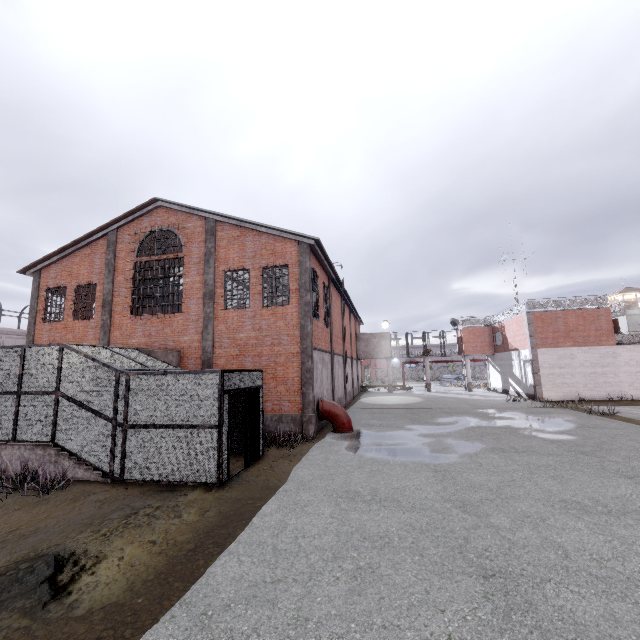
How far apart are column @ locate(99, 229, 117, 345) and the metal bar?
10.3m

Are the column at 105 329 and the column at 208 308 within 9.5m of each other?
yes

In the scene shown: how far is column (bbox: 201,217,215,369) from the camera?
15.6 meters

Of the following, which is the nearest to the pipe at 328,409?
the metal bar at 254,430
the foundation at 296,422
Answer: the foundation at 296,422

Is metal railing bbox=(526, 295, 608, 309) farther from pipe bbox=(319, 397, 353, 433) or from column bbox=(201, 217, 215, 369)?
column bbox=(201, 217, 215, 369)

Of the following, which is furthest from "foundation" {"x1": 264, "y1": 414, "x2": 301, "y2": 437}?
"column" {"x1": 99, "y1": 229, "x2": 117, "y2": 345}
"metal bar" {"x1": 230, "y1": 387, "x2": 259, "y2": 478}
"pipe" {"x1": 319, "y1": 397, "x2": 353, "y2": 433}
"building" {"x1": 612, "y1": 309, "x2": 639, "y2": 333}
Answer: "building" {"x1": 612, "y1": 309, "x2": 639, "y2": 333}

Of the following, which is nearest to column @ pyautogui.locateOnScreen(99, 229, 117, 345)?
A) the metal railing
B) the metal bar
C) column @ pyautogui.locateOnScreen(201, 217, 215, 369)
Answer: column @ pyautogui.locateOnScreen(201, 217, 215, 369)

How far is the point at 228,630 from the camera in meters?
3.7 m
